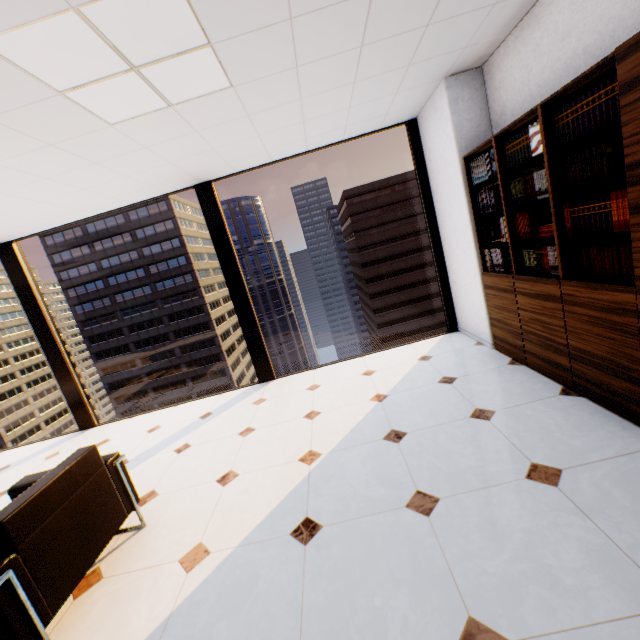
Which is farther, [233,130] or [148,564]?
[233,130]

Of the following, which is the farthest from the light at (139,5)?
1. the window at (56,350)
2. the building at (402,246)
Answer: Answer: the building at (402,246)

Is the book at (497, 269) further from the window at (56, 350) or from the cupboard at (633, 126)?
the window at (56, 350)

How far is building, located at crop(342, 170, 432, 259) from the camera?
57.50m

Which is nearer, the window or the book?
the book

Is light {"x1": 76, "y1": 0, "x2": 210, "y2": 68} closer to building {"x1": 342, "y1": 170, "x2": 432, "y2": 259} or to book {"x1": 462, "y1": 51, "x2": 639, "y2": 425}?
book {"x1": 462, "y1": 51, "x2": 639, "y2": 425}

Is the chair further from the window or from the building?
the building

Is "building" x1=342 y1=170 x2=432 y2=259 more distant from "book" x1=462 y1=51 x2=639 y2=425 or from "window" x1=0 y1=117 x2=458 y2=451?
"book" x1=462 y1=51 x2=639 y2=425
